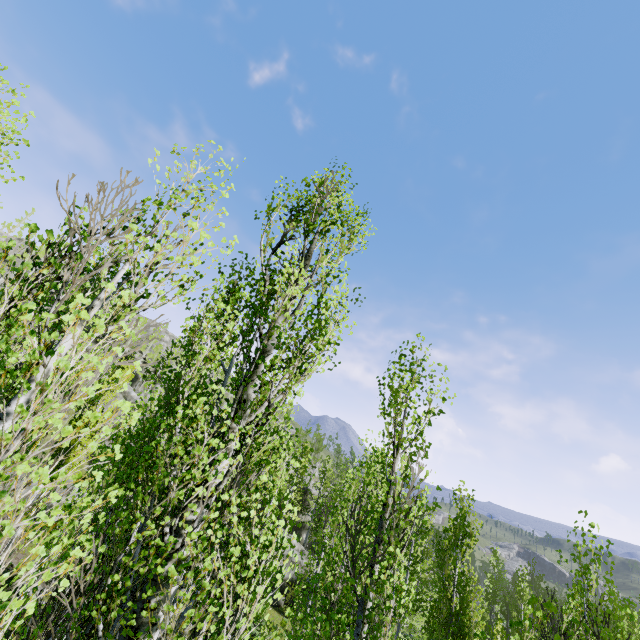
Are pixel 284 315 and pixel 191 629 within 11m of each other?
yes

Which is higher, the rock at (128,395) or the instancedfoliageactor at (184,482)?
the rock at (128,395)

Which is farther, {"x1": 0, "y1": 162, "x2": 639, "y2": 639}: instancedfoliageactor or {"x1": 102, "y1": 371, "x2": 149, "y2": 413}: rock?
{"x1": 102, "y1": 371, "x2": 149, "y2": 413}: rock

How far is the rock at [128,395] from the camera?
36.50m

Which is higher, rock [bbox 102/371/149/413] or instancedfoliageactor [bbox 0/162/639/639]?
rock [bbox 102/371/149/413]

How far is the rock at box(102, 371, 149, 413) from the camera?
36.50m
